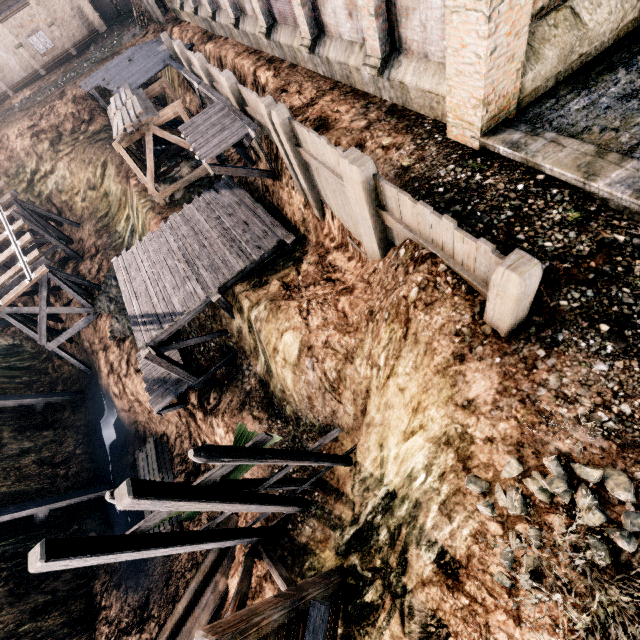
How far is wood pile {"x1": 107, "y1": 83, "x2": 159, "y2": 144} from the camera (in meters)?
18.39

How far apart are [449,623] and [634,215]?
8.3m

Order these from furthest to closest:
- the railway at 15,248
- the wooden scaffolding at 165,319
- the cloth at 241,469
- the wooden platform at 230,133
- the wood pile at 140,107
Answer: the railway at 15,248, the wood pile at 140,107, the wooden scaffolding at 165,319, the wooden platform at 230,133, the cloth at 241,469

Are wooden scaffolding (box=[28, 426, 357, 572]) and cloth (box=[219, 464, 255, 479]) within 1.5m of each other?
yes

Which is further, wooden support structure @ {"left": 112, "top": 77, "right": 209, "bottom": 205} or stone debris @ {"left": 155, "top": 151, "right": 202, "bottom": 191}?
stone debris @ {"left": 155, "top": 151, "right": 202, "bottom": 191}

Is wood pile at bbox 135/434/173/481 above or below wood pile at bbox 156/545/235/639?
below

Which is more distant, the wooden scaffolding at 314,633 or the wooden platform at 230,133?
the wooden platform at 230,133

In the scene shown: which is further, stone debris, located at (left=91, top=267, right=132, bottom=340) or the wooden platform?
stone debris, located at (left=91, top=267, right=132, bottom=340)
